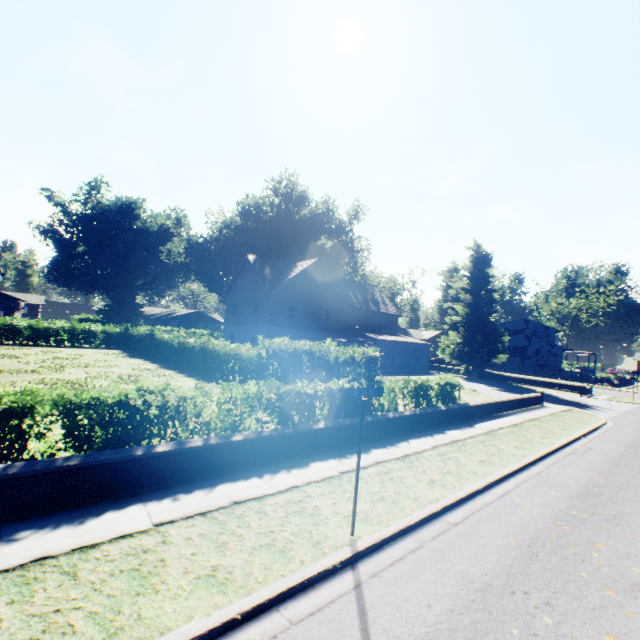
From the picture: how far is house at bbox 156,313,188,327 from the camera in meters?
58.2

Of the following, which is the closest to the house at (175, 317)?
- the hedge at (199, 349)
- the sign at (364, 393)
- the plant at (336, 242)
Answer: the plant at (336, 242)

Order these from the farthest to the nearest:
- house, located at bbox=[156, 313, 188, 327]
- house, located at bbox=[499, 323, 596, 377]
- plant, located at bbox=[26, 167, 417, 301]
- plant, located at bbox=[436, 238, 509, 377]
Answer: house, located at bbox=[156, 313, 188, 327] → house, located at bbox=[499, 323, 596, 377] → plant, located at bbox=[26, 167, 417, 301] → plant, located at bbox=[436, 238, 509, 377]

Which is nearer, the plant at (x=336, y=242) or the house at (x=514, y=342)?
the plant at (x=336, y=242)

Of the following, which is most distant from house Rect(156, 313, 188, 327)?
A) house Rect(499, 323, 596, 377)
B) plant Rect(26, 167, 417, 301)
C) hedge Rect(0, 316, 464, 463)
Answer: house Rect(499, 323, 596, 377)

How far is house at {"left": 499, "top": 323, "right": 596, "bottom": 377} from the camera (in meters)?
50.59

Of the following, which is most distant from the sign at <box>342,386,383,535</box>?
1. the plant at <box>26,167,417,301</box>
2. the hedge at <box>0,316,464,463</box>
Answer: the plant at <box>26,167,417,301</box>

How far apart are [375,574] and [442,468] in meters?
4.6
